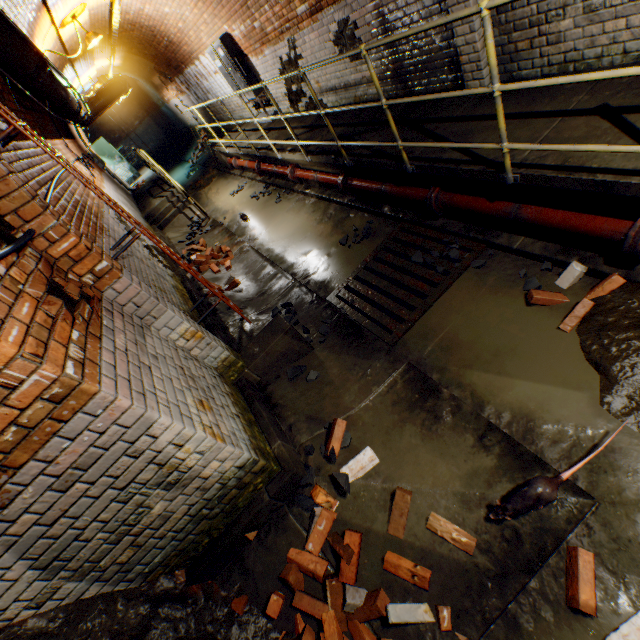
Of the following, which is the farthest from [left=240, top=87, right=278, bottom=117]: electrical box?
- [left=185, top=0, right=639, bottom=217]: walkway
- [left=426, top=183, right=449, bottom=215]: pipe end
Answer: [left=426, top=183, right=449, bottom=215]: pipe end

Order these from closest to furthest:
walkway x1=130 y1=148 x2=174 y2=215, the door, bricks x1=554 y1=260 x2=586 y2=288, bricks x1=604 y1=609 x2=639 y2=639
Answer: bricks x1=604 y1=609 x2=639 y2=639 → bricks x1=554 y1=260 x2=586 y2=288 → walkway x1=130 y1=148 x2=174 y2=215 → the door

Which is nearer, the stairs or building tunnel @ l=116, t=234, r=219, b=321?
building tunnel @ l=116, t=234, r=219, b=321

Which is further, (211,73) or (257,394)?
(211,73)

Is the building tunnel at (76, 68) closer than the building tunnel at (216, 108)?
Yes

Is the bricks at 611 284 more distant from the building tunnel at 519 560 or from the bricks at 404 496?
the bricks at 404 496

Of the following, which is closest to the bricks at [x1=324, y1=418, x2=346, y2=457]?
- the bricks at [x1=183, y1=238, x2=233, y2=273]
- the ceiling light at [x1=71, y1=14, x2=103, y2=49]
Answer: the bricks at [x1=183, y1=238, x2=233, y2=273]

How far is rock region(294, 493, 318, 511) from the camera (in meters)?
2.55
